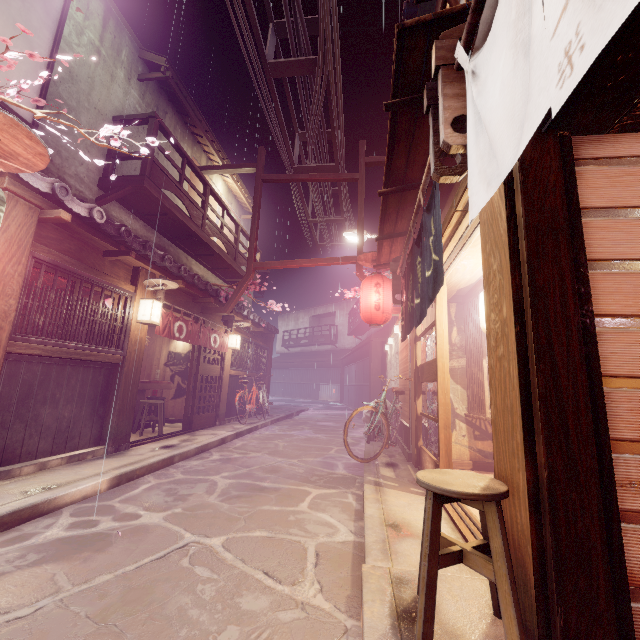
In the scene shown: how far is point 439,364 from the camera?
7.41m

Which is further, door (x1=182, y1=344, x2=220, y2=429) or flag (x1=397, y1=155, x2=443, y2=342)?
door (x1=182, y1=344, x2=220, y2=429)

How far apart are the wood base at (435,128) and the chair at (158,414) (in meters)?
13.42

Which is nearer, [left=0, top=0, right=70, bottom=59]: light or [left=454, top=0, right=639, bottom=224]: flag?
[left=454, top=0, right=639, bottom=224]: flag

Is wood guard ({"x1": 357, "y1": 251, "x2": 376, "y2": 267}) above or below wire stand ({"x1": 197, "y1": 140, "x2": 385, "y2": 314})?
below

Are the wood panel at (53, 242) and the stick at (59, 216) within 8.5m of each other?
yes

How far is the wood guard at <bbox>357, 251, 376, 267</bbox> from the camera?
12.7m

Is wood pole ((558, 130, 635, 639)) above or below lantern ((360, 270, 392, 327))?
below
